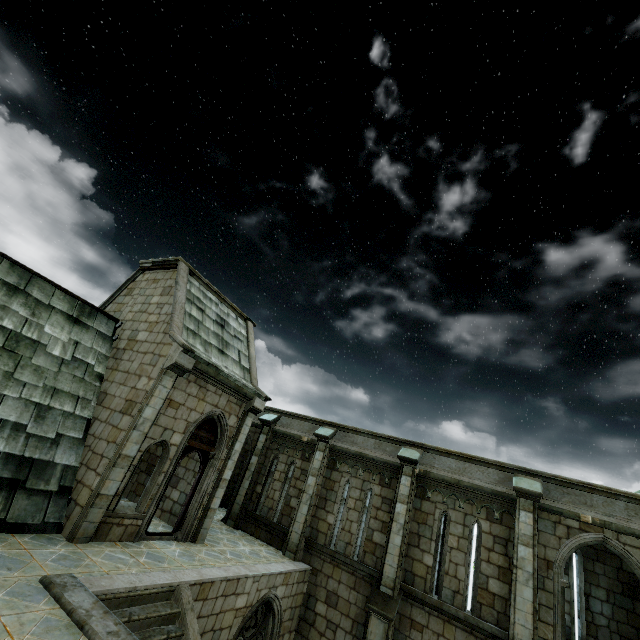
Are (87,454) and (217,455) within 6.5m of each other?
yes
